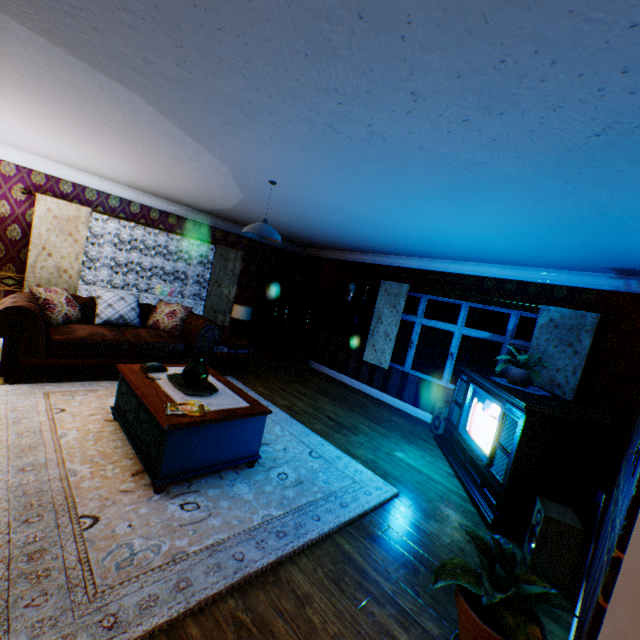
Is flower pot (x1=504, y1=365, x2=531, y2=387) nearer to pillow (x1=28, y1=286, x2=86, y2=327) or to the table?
the table

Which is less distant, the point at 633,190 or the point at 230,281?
the point at 633,190

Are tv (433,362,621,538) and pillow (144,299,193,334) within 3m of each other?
no

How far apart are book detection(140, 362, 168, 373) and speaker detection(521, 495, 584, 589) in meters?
4.2 m

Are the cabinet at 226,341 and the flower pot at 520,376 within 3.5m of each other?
no

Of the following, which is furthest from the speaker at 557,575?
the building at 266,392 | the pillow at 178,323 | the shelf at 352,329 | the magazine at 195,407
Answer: the pillow at 178,323

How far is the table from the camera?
2.80m

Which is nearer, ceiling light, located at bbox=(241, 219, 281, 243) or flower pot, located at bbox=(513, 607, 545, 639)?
flower pot, located at bbox=(513, 607, 545, 639)
